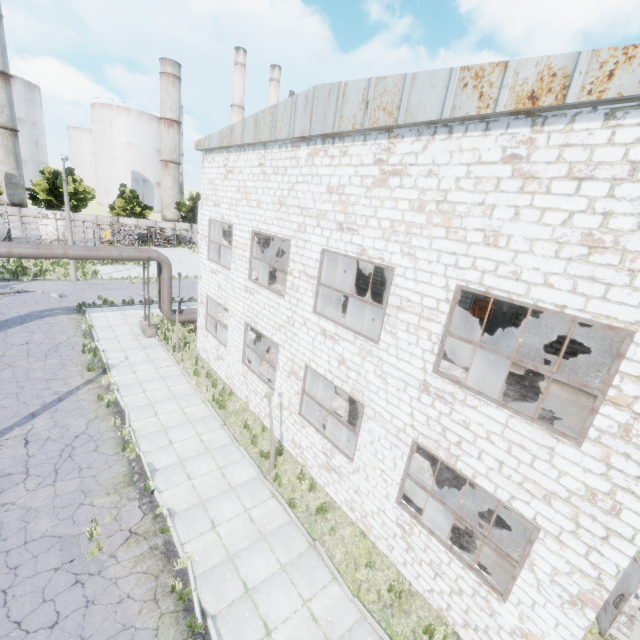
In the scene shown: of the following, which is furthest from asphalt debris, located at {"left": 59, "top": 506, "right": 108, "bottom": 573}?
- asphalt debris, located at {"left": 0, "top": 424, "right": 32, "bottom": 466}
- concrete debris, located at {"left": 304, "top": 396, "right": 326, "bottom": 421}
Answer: concrete debris, located at {"left": 304, "top": 396, "right": 326, "bottom": 421}

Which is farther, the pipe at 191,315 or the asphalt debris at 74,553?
the pipe at 191,315

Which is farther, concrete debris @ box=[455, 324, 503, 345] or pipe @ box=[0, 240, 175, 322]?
pipe @ box=[0, 240, 175, 322]

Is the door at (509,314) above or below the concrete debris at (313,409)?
above

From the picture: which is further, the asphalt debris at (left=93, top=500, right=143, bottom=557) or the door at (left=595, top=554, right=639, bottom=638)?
the asphalt debris at (left=93, top=500, right=143, bottom=557)

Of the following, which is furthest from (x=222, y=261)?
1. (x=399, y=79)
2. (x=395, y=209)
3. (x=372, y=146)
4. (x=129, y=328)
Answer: (x=399, y=79)

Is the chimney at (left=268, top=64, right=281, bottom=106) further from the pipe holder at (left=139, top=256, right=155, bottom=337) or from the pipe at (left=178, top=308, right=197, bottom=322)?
the pipe holder at (left=139, top=256, right=155, bottom=337)

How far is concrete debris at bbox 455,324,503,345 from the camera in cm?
1384
